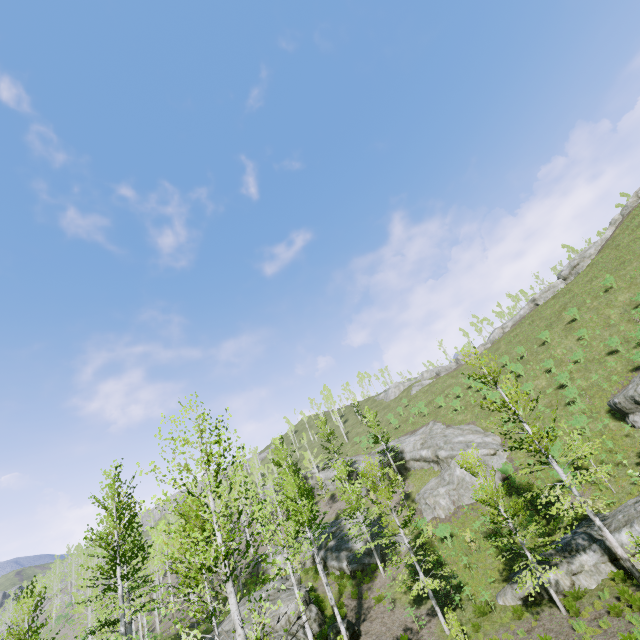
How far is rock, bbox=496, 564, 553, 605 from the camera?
16.0 meters

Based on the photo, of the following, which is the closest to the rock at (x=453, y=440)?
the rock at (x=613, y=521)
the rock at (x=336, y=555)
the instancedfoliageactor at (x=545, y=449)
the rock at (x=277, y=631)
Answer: the rock at (x=336, y=555)

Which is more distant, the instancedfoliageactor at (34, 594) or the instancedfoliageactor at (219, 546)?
the instancedfoliageactor at (34, 594)

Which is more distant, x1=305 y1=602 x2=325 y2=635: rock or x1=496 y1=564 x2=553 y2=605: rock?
x1=305 y1=602 x2=325 y2=635: rock

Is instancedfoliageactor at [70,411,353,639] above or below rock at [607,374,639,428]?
above

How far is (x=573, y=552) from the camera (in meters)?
16.23

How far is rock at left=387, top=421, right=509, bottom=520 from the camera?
28.2 meters
